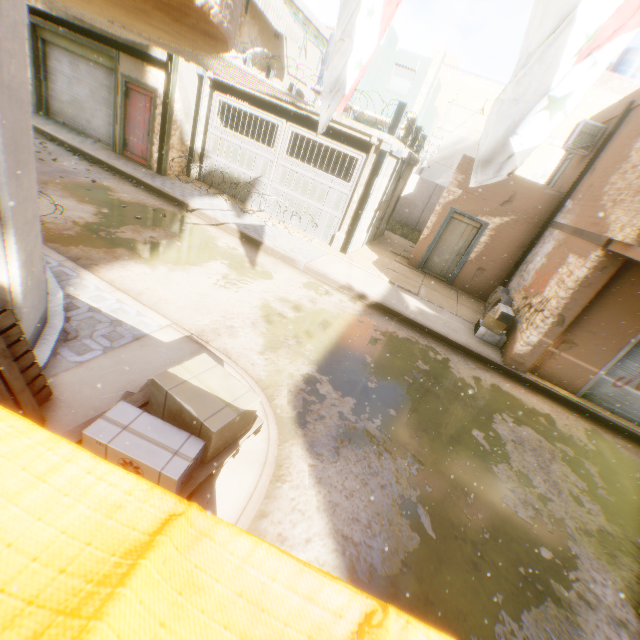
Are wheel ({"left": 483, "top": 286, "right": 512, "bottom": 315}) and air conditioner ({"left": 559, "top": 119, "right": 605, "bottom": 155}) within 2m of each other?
no

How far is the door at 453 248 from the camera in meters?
11.6 m

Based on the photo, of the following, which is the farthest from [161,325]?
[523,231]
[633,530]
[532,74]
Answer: [523,231]

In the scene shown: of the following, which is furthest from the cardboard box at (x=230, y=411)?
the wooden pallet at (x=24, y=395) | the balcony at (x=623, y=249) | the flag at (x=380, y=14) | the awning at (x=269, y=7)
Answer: the awning at (x=269, y=7)

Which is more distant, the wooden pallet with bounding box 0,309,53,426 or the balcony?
the balcony

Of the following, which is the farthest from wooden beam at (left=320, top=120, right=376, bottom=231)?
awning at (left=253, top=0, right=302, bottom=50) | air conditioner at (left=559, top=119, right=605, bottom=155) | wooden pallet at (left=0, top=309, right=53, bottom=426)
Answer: wooden pallet at (left=0, top=309, right=53, bottom=426)

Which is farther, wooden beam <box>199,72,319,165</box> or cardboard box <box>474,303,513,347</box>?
wooden beam <box>199,72,319,165</box>

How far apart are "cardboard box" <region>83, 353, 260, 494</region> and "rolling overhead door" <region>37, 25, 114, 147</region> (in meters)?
0.08
